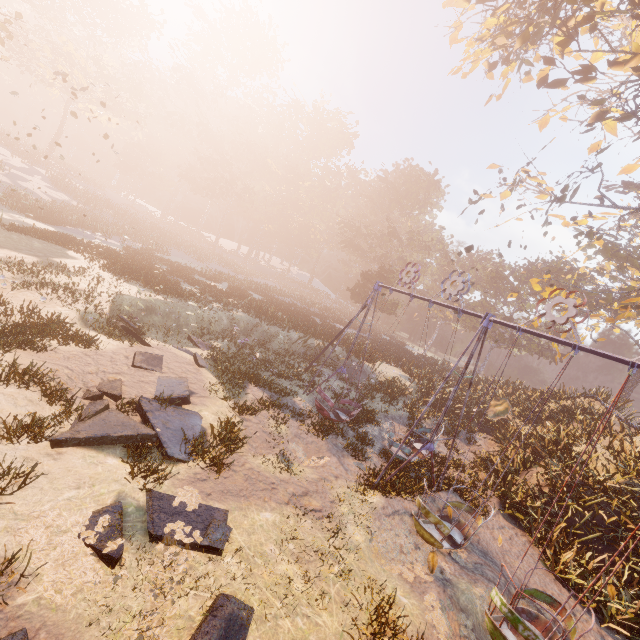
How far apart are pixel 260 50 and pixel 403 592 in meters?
72.3 m

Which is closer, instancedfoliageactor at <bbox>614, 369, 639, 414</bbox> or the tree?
the tree

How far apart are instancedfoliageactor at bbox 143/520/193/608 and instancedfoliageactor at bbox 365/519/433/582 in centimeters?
401cm

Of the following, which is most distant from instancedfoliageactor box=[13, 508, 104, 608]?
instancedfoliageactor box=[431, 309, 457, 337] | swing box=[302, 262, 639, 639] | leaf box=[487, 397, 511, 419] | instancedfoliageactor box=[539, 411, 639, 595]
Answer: instancedfoliageactor box=[431, 309, 457, 337]

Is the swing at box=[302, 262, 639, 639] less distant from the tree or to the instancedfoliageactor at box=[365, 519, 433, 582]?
the instancedfoliageactor at box=[365, 519, 433, 582]

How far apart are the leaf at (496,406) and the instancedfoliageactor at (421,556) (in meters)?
5.02

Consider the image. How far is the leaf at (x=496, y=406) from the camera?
4.4m

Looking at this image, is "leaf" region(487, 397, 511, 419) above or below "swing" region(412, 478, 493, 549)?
above
